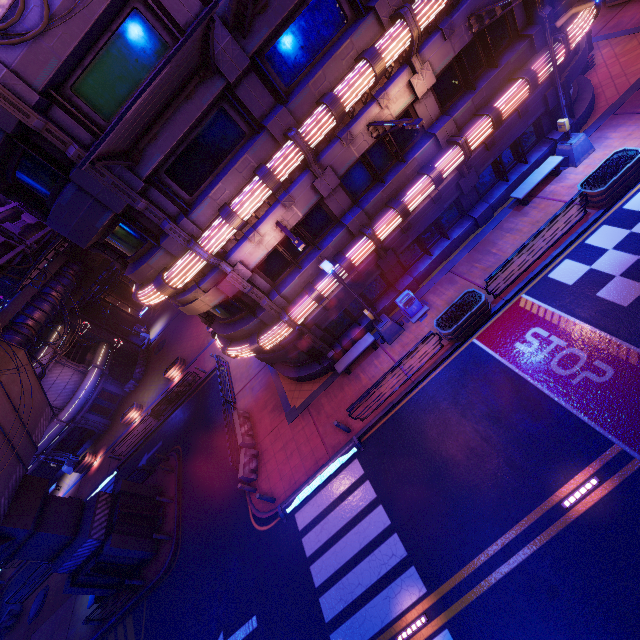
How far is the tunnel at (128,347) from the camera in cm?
3659

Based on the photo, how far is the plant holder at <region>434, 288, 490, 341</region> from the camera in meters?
12.8

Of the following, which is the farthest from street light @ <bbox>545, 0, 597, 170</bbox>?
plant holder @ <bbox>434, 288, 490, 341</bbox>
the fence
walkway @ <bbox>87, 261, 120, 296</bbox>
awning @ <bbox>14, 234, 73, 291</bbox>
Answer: the fence

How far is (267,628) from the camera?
12.06m

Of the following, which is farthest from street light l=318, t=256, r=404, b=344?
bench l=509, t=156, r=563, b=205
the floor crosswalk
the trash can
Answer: bench l=509, t=156, r=563, b=205

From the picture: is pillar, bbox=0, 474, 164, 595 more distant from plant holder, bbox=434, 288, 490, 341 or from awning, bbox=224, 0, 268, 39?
awning, bbox=224, 0, 268, 39

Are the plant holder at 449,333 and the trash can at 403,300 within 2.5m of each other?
yes

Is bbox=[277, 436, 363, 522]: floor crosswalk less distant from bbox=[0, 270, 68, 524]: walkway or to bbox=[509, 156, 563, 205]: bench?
bbox=[0, 270, 68, 524]: walkway
